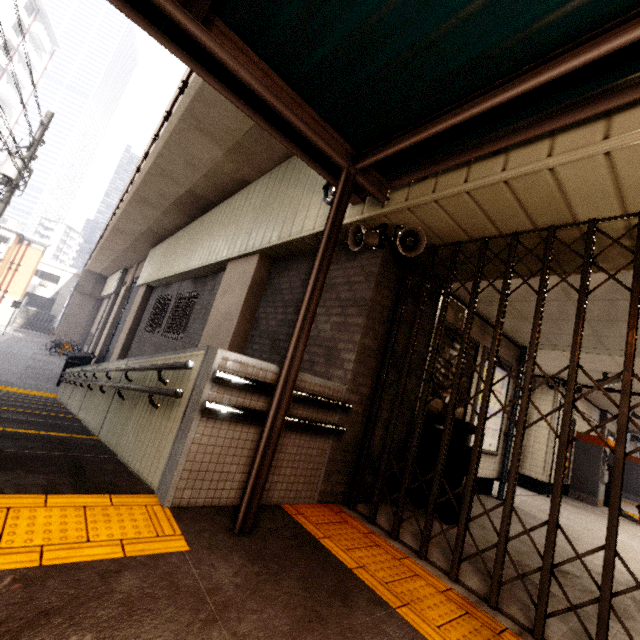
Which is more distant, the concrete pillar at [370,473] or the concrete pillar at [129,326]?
the concrete pillar at [129,326]

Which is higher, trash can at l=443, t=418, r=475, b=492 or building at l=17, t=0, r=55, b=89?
building at l=17, t=0, r=55, b=89

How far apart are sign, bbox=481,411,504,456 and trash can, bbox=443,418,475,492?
1.0m

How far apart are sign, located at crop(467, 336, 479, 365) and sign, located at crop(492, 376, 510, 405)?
0.18m

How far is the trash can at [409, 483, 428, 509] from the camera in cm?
398

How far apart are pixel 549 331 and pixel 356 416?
3.9 meters

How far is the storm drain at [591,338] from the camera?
3.58m

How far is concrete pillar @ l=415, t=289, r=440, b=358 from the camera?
4.2m
